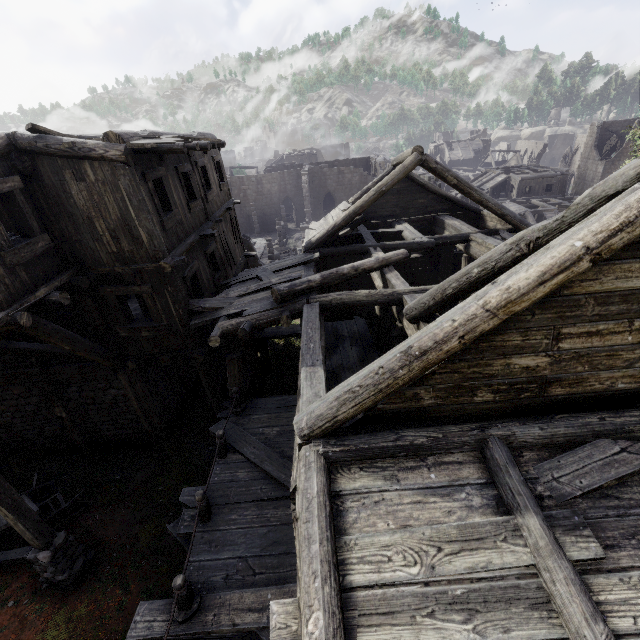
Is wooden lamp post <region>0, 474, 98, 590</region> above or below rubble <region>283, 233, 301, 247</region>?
above

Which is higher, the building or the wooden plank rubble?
the wooden plank rubble

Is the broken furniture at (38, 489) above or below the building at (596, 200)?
below

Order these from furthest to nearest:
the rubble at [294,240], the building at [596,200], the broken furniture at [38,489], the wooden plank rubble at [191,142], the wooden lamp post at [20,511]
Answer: the rubble at [294,240], the broken furniture at [38,489], the wooden plank rubble at [191,142], the wooden lamp post at [20,511], the building at [596,200]

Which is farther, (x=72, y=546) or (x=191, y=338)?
(x=191, y=338)

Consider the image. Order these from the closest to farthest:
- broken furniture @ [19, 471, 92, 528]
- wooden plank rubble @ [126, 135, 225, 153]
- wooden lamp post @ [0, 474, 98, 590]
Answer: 1. wooden lamp post @ [0, 474, 98, 590]
2. wooden plank rubble @ [126, 135, 225, 153]
3. broken furniture @ [19, 471, 92, 528]

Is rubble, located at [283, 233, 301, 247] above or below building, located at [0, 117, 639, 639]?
below

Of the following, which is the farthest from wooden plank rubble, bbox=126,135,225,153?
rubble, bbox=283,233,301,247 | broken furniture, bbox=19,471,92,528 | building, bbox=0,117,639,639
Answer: rubble, bbox=283,233,301,247
